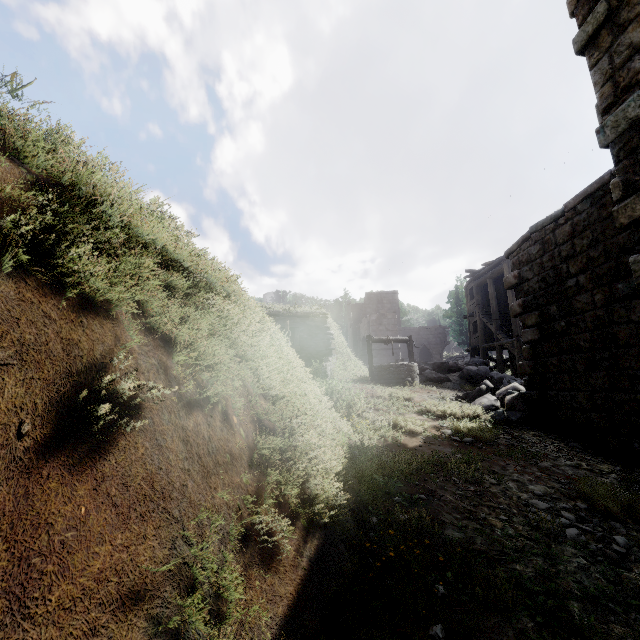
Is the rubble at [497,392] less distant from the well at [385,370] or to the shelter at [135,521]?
the well at [385,370]

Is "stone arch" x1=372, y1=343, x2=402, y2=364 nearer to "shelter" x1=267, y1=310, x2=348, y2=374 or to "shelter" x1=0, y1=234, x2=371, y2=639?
"shelter" x1=267, y1=310, x2=348, y2=374

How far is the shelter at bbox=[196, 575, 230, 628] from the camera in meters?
1.6 m

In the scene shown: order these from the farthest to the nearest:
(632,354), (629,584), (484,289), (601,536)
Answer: (484,289)
(632,354)
(601,536)
(629,584)

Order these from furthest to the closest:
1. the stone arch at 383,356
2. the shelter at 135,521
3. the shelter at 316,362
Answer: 1. the stone arch at 383,356
2. the shelter at 316,362
3. the shelter at 135,521

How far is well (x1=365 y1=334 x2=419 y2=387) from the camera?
12.4 meters

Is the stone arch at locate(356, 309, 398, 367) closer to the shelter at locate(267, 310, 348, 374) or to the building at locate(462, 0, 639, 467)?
the building at locate(462, 0, 639, 467)

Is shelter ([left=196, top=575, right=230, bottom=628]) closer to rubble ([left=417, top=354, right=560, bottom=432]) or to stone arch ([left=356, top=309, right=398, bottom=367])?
rubble ([left=417, top=354, right=560, bottom=432])
